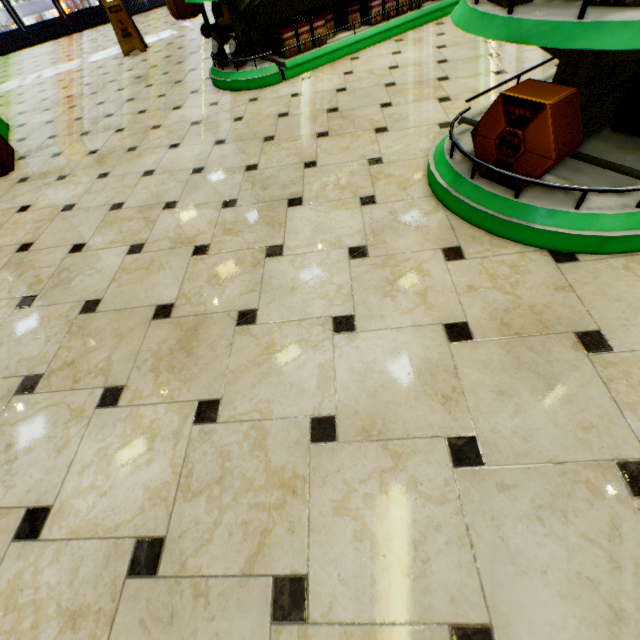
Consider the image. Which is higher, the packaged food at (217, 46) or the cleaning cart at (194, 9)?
the cleaning cart at (194, 9)

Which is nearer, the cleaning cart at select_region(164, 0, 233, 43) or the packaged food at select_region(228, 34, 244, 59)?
the packaged food at select_region(228, 34, 244, 59)

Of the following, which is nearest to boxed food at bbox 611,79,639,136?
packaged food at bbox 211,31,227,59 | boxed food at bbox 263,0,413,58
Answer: boxed food at bbox 263,0,413,58

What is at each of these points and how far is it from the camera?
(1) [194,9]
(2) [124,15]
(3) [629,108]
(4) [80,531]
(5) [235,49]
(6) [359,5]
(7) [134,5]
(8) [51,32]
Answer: (1) cleaning cart, 4.59m
(2) floor stand, 5.17m
(3) boxed food, 1.52m
(4) building, 1.00m
(5) packaged food, 3.30m
(6) boxed food, 3.46m
(7) wall refrigerator, 8.72m
(8) wall refrigerator, 8.23m

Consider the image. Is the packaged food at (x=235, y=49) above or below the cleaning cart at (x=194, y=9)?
below

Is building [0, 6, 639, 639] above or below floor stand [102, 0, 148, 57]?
below

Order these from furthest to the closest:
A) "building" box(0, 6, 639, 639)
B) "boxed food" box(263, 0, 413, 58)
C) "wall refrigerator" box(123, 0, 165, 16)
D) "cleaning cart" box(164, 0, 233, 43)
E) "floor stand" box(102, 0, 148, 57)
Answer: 1. "wall refrigerator" box(123, 0, 165, 16)
2. "floor stand" box(102, 0, 148, 57)
3. "cleaning cart" box(164, 0, 233, 43)
4. "boxed food" box(263, 0, 413, 58)
5. "building" box(0, 6, 639, 639)

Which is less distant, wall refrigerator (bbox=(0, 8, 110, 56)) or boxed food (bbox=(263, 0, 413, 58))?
boxed food (bbox=(263, 0, 413, 58))
